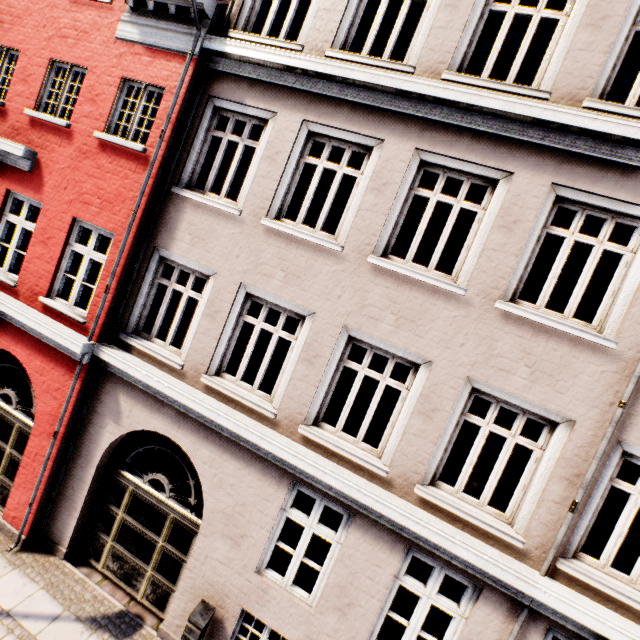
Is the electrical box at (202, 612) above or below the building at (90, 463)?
below

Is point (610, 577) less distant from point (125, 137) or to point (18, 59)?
point (18, 59)

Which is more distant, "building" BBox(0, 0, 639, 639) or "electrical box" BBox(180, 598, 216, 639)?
"electrical box" BBox(180, 598, 216, 639)

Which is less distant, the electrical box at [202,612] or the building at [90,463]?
the building at [90,463]

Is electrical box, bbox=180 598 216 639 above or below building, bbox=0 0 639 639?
below
